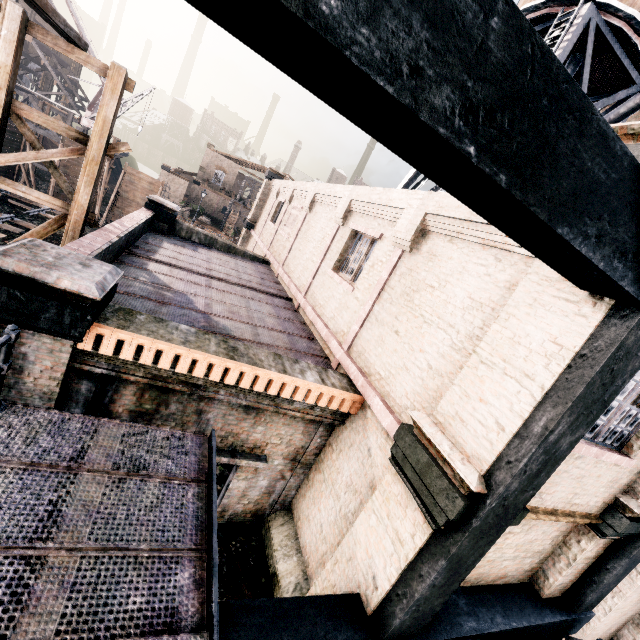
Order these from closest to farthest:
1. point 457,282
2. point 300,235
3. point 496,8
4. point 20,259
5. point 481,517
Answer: point 496,8, point 481,517, point 20,259, point 457,282, point 300,235

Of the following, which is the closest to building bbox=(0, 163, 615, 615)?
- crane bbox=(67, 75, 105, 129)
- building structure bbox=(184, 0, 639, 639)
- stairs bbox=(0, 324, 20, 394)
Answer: building structure bbox=(184, 0, 639, 639)

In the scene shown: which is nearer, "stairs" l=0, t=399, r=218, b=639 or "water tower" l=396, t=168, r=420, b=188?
"stairs" l=0, t=399, r=218, b=639

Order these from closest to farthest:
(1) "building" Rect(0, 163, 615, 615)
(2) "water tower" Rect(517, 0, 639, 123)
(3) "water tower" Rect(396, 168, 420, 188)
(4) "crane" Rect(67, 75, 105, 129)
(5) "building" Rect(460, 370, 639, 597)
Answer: (1) "building" Rect(0, 163, 615, 615), (5) "building" Rect(460, 370, 639, 597), (2) "water tower" Rect(517, 0, 639, 123), (3) "water tower" Rect(396, 168, 420, 188), (4) "crane" Rect(67, 75, 105, 129)

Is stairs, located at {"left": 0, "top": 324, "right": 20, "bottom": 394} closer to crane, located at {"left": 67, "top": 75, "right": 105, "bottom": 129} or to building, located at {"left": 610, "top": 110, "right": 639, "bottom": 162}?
building, located at {"left": 610, "top": 110, "right": 639, "bottom": 162}

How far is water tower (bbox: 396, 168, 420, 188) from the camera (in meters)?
18.86

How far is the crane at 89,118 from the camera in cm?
3370

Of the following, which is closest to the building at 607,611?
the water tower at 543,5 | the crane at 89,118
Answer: Result: the water tower at 543,5
